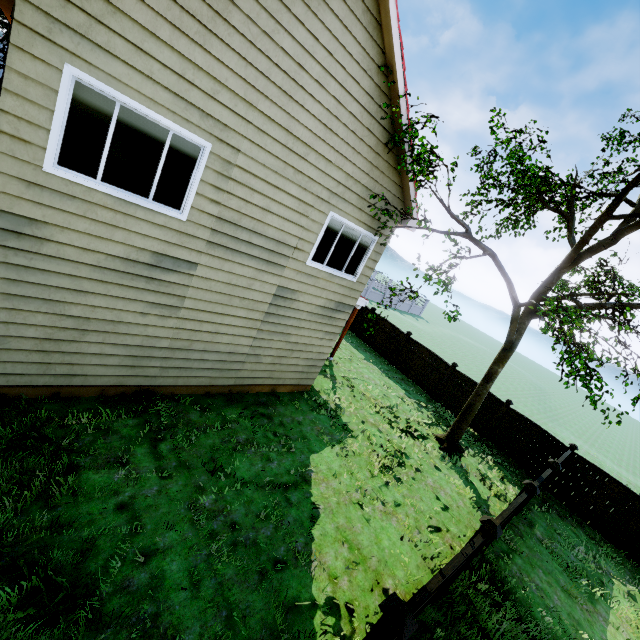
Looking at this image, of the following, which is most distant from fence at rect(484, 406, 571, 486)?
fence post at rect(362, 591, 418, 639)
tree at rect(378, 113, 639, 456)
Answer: tree at rect(378, 113, 639, 456)

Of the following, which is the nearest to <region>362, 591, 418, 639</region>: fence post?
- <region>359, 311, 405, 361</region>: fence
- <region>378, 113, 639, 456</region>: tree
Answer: <region>378, 113, 639, 456</region>: tree

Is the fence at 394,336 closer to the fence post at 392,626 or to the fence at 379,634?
the fence at 379,634

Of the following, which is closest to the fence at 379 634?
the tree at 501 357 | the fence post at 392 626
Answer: the fence post at 392 626

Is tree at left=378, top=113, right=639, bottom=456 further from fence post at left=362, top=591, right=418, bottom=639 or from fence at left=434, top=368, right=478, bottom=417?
fence post at left=362, top=591, right=418, bottom=639

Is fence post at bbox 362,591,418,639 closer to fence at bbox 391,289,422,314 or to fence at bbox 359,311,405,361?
fence at bbox 391,289,422,314

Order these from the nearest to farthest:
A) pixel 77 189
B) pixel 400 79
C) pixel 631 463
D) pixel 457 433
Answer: pixel 77 189
pixel 400 79
pixel 457 433
pixel 631 463
